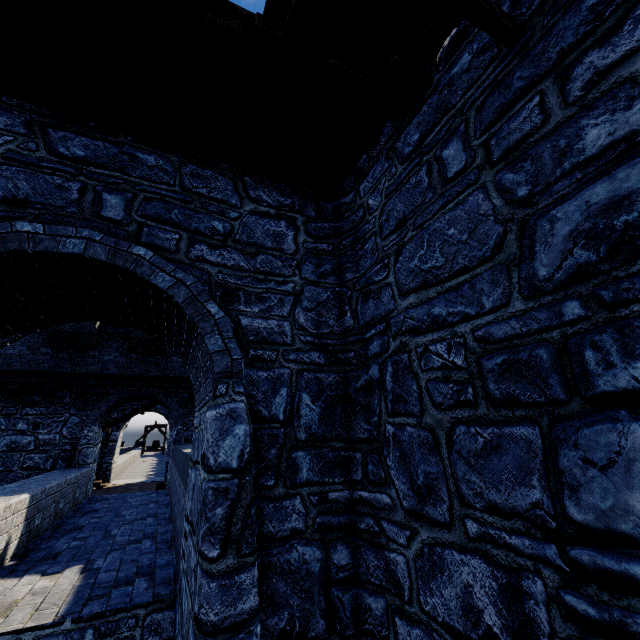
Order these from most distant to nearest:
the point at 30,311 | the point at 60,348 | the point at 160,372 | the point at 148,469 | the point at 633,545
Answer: the point at 148,469 → the point at 160,372 → the point at 60,348 → the point at 30,311 → the point at 633,545
